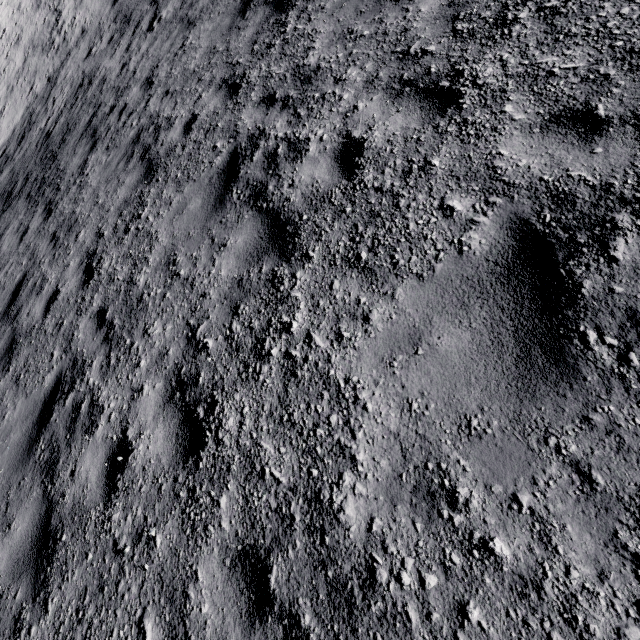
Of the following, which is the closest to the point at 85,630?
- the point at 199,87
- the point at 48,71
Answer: the point at 199,87
